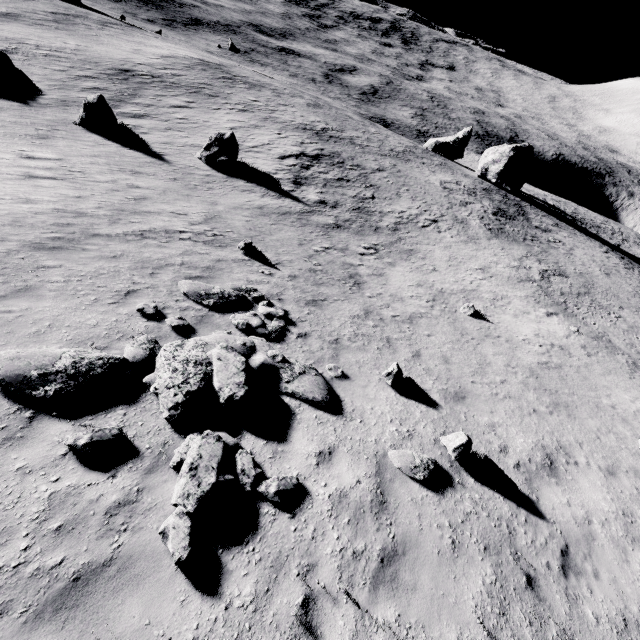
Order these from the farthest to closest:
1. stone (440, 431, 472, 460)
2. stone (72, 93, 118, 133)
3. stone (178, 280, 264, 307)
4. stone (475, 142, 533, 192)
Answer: stone (475, 142, 533, 192), stone (72, 93, 118, 133), stone (178, 280, 264, 307), stone (440, 431, 472, 460)

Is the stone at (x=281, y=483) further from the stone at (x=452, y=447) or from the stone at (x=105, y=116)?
the stone at (x=105, y=116)

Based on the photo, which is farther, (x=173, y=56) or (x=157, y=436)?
(x=173, y=56)

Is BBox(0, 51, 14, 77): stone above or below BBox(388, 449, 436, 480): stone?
below

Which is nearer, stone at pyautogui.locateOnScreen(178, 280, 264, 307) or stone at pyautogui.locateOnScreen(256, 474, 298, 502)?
stone at pyautogui.locateOnScreen(256, 474, 298, 502)

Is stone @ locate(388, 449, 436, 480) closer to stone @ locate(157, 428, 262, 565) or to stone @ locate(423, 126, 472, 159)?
stone @ locate(157, 428, 262, 565)

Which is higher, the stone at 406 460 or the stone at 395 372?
the stone at 406 460

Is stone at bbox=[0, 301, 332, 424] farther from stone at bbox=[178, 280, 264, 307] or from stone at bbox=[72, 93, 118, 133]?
stone at bbox=[72, 93, 118, 133]
